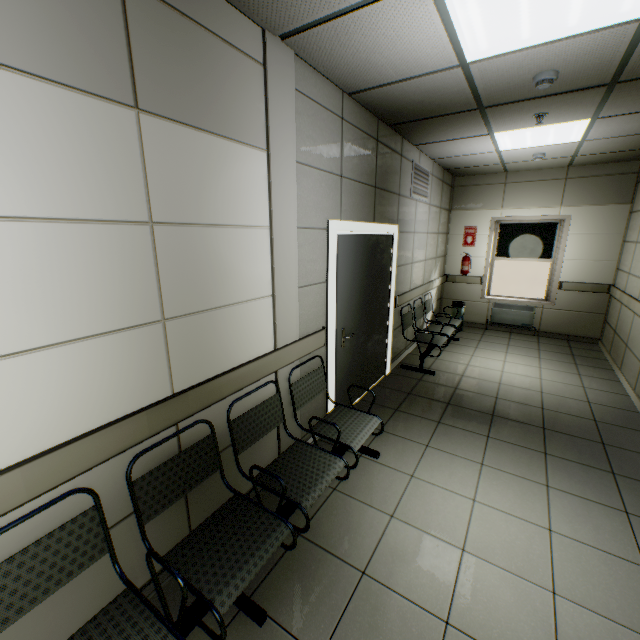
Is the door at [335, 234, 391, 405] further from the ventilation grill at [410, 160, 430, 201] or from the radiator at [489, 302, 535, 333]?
the radiator at [489, 302, 535, 333]

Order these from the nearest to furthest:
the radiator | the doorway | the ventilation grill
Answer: the doorway, the ventilation grill, the radiator

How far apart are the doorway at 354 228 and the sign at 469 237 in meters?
3.5

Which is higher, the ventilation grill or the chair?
the ventilation grill

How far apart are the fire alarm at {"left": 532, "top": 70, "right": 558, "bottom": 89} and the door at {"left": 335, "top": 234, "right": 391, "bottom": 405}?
1.86m

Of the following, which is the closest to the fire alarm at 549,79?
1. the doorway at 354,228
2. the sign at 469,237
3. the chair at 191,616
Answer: the doorway at 354,228

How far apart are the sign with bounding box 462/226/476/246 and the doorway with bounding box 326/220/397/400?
3.5 meters

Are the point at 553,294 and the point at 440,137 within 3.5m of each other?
no
